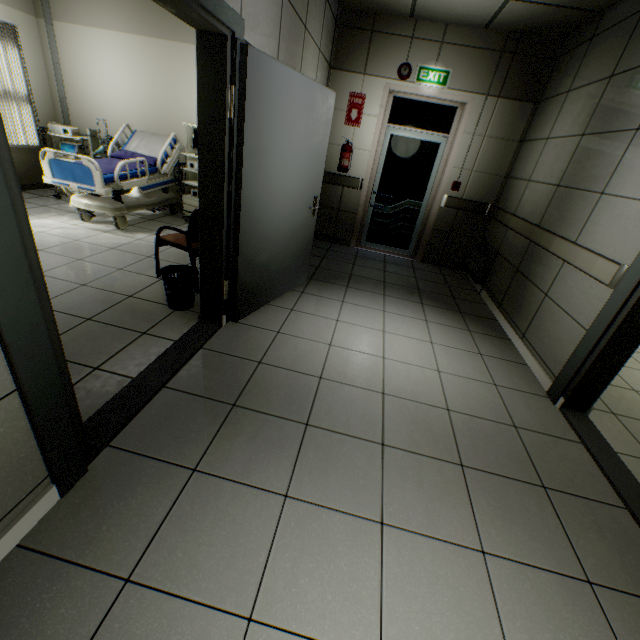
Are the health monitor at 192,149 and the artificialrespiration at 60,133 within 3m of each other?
yes

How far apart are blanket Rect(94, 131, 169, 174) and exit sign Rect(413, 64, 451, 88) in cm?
398

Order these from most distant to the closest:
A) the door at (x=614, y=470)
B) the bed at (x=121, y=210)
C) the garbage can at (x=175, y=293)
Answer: the bed at (x=121, y=210) < the garbage can at (x=175, y=293) < the door at (x=614, y=470)

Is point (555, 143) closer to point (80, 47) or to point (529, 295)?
point (529, 295)

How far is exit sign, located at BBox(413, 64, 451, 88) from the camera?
4.6m

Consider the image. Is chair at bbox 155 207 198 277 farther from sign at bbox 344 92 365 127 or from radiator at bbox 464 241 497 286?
radiator at bbox 464 241 497 286

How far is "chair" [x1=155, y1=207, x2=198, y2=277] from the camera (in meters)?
3.12

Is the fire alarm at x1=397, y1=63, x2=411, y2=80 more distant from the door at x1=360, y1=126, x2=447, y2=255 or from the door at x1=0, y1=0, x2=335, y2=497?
the door at x1=0, y1=0, x2=335, y2=497
